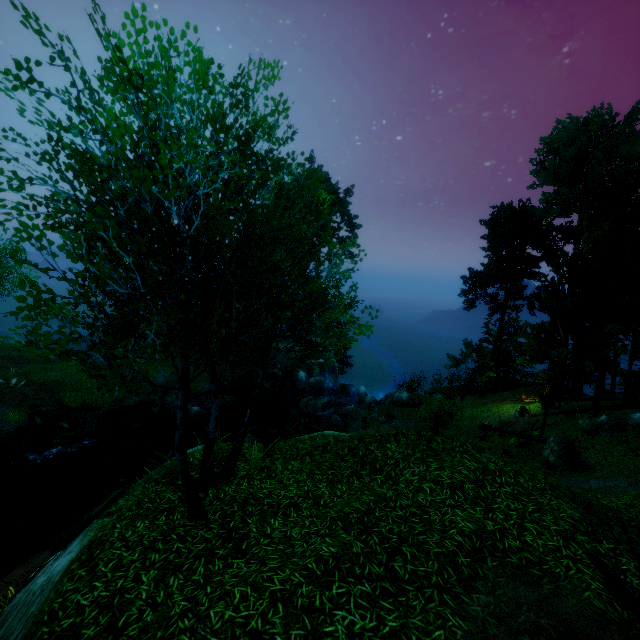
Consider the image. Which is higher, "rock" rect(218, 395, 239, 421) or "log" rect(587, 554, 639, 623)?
"log" rect(587, 554, 639, 623)

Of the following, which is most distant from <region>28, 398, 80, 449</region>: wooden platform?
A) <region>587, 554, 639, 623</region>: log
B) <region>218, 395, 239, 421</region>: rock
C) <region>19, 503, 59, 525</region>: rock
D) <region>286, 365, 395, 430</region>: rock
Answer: <region>587, 554, 639, 623</region>: log

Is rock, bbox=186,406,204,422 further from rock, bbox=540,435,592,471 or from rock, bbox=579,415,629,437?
rock, bbox=579,415,629,437

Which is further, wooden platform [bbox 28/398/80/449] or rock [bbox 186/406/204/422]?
rock [bbox 186/406/204/422]

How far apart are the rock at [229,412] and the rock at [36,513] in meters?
10.3 m

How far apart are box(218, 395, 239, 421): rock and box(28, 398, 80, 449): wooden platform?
8.18m

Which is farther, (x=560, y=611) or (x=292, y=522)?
(x=292, y=522)

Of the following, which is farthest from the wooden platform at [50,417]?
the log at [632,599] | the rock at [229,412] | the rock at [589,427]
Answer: the rock at [589,427]
